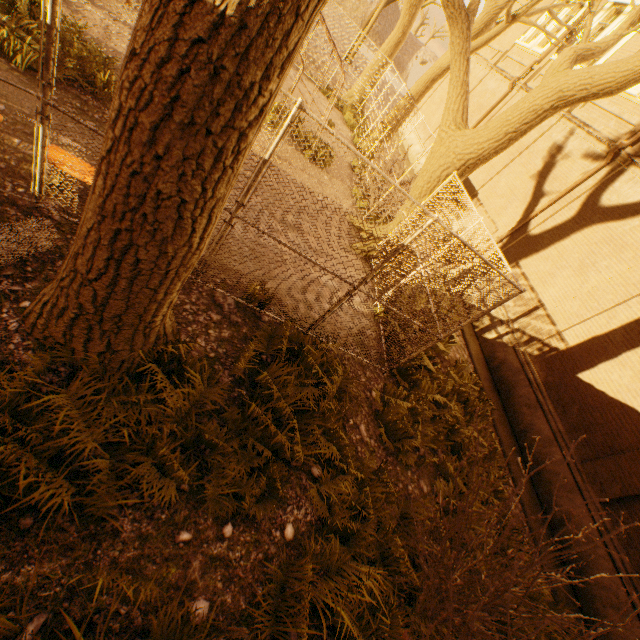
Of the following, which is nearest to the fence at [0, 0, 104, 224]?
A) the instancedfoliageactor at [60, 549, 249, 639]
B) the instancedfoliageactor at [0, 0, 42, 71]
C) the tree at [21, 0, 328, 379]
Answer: the tree at [21, 0, 328, 379]

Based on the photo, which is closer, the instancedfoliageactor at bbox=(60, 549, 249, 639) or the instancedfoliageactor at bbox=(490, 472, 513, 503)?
the instancedfoliageactor at bbox=(60, 549, 249, 639)

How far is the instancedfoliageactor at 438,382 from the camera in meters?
5.7 m

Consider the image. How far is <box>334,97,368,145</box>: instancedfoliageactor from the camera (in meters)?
15.48

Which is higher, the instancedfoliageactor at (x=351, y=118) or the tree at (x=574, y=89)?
the tree at (x=574, y=89)

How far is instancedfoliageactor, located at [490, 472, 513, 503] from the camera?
6.3m

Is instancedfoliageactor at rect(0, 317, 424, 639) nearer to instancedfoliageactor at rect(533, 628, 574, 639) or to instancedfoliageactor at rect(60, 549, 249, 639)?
instancedfoliageactor at rect(60, 549, 249, 639)

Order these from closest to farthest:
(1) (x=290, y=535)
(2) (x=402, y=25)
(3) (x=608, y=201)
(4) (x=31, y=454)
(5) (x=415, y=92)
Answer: (4) (x=31, y=454)
(1) (x=290, y=535)
(3) (x=608, y=201)
(5) (x=415, y=92)
(2) (x=402, y=25)
